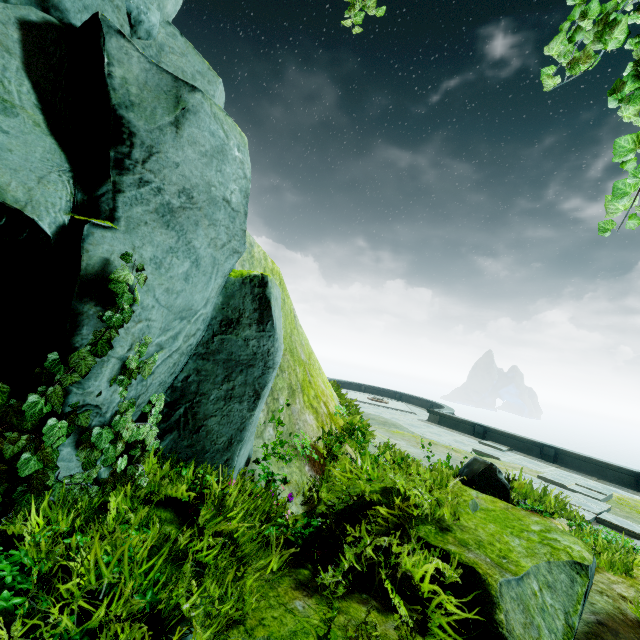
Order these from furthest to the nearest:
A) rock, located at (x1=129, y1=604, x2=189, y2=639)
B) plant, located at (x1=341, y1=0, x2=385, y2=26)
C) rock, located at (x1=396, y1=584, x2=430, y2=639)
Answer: plant, located at (x1=341, y1=0, x2=385, y2=26), rock, located at (x1=396, y1=584, x2=430, y2=639), rock, located at (x1=129, y1=604, x2=189, y2=639)

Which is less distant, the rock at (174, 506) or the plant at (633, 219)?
the plant at (633, 219)

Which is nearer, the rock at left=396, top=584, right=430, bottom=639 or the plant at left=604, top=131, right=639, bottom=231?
the plant at left=604, top=131, right=639, bottom=231

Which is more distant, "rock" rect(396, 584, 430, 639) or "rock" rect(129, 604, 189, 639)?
"rock" rect(396, 584, 430, 639)

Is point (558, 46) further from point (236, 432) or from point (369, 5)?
point (236, 432)

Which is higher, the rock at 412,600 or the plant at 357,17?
the plant at 357,17
